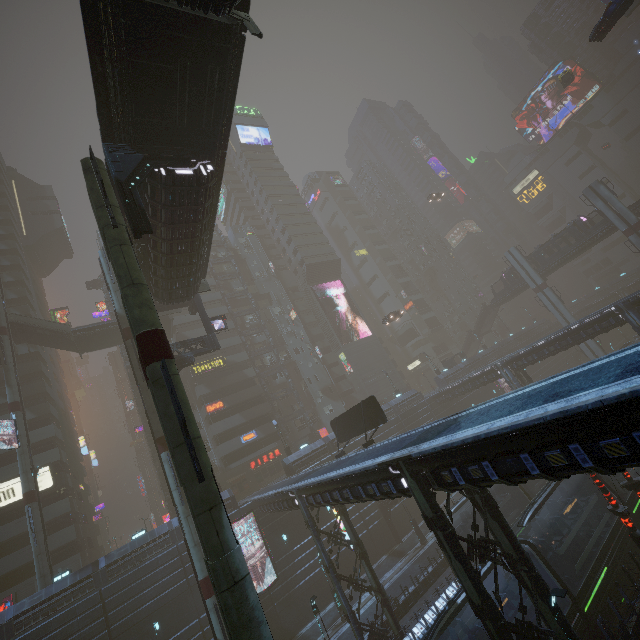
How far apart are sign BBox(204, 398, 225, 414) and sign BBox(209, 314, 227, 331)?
20.2 meters

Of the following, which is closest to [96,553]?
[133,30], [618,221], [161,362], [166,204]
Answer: [166,204]

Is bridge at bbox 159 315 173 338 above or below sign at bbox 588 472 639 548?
above

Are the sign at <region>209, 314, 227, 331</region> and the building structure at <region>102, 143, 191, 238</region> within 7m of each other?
no

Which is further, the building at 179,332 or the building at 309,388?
the building at 179,332

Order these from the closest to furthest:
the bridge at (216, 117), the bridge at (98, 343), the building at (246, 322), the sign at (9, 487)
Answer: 1. the bridge at (216, 117)
2. the sign at (9, 487)
3. the bridge at (98, 343)
4. the building at (246, 322)

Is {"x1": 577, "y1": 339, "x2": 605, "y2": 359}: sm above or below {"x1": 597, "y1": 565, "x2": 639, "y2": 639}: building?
above

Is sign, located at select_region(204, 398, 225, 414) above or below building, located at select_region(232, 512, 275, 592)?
above
